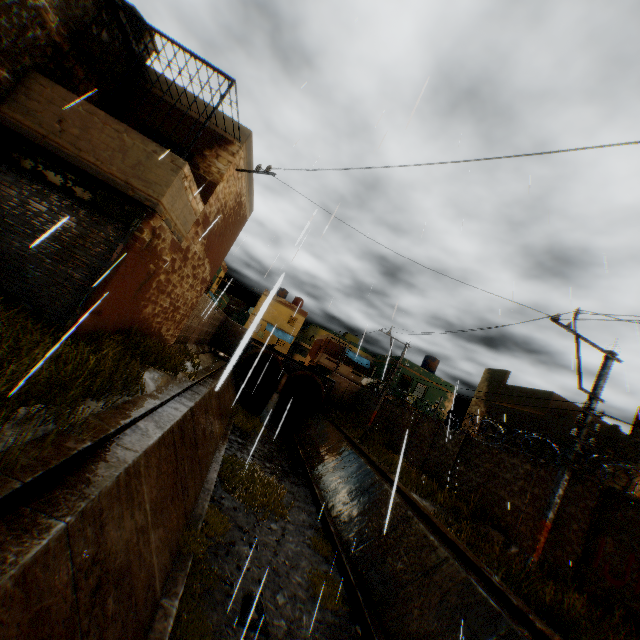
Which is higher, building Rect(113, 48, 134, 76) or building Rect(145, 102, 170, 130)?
building Rect(113, 48, 134, 76)

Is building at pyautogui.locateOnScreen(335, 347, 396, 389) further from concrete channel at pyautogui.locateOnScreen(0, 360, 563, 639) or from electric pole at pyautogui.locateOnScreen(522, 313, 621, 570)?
electric pole at pyautogui.locateOnScreen(522, 313, 621, 570)

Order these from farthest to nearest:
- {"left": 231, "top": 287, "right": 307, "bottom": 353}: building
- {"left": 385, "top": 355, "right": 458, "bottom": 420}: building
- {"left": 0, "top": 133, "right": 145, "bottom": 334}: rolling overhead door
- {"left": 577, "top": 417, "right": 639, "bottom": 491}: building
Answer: {"left": 385, "top": 355, "right": 458, "bottom": 420}: building, {"left": 577, "top": 417, "right": 639, "bottom": 491}: building, {"left": 0, "top": 133, "right": 145, "bottom": 334}: rolling overhead door, {"left": 231, "top": 287, "right": 307, "bottom": 353}: building

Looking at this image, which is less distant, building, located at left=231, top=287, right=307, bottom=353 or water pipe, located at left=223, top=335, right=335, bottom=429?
building, located at left=231, top=287, right=307, bottom=353

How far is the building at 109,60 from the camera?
8.3m

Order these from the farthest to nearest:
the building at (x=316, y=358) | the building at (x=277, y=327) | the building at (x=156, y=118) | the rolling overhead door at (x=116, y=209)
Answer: the building at (x=316, y=358) < the building at (x=156, y=118) < the rolling overhead door at (x=116, y=209) < the building at (x=277, y=327)

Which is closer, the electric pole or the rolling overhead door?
the rolling overhead door

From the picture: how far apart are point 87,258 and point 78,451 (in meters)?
4.44
